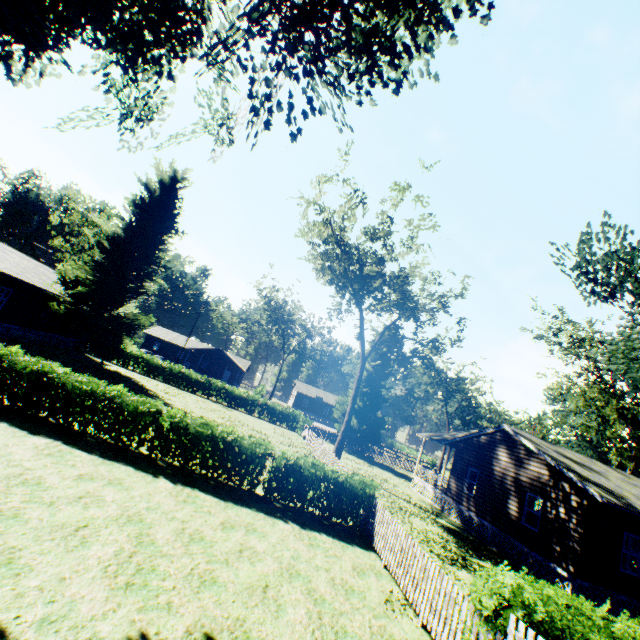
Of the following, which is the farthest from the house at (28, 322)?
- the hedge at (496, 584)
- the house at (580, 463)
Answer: the house at (580, 463)

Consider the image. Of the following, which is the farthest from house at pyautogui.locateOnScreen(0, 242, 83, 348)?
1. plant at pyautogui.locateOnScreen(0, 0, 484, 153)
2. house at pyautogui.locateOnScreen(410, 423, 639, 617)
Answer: house at pyautogui.locateOnScreen(410, 423, 639, 617)

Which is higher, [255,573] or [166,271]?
[166,271]

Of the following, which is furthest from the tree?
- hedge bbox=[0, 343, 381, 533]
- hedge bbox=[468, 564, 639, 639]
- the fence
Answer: hedge bbox=[468, 564, 639, 639]

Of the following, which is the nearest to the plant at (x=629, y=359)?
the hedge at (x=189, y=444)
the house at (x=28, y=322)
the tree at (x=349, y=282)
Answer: the house at (x=28, y=322)

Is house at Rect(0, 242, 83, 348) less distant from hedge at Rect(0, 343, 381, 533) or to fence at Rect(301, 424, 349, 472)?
hedge at Rect(0, 343, 381, 533)

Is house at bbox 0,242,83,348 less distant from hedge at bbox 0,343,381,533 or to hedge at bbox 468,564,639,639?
hedge at bbox 0,343,381,533

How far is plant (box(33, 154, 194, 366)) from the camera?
26.3m
